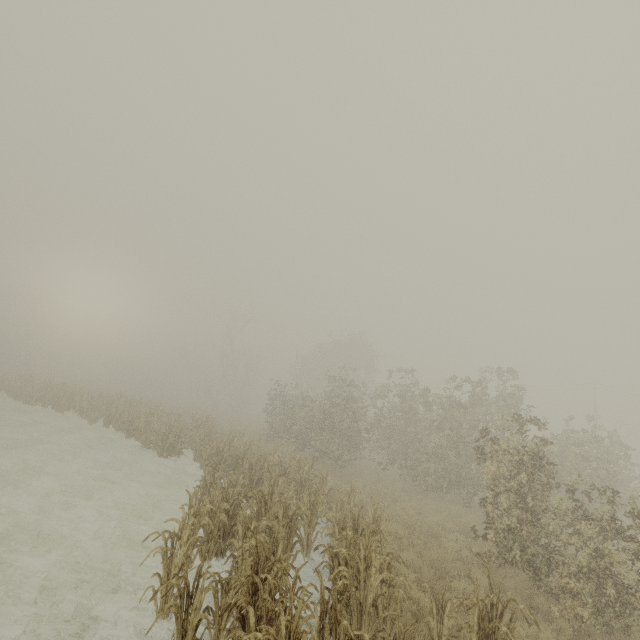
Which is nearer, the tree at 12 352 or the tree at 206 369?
the tree at 206 369

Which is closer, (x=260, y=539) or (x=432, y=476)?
(x=260, y=539)

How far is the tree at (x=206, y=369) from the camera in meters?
43.2 m

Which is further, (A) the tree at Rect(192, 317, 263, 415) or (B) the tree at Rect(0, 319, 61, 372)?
(B) the tree at Rect(0, 319, 61, 372)

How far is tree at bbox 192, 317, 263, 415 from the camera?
43.2m
